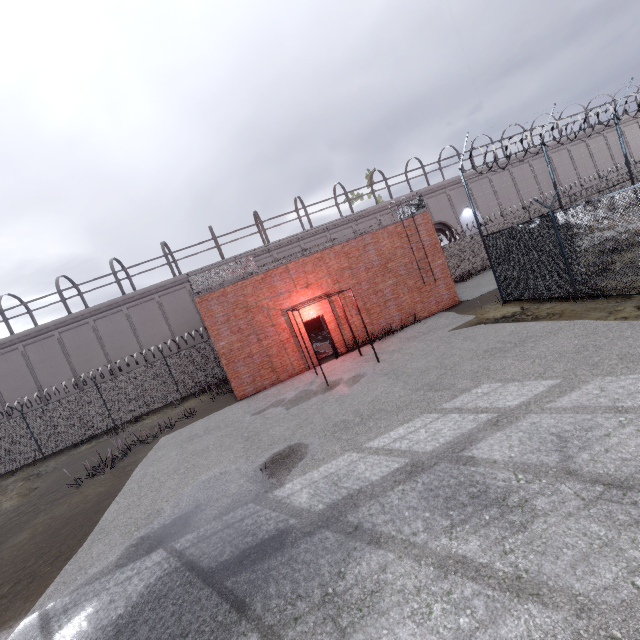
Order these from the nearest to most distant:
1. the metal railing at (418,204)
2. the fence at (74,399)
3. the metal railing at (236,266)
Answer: the metal railing at (236,266) → the metal railing at (418,204) → the fence at (74,399)

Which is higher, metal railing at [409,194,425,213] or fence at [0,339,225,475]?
metal railing at [409,194,425,213]

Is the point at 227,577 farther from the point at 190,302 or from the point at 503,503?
the point at 190,302

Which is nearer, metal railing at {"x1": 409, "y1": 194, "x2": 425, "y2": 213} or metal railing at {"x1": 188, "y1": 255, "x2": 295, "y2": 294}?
metal railing at {"x1": 188, "y1": 255, "x2": 295, "y2": 294}

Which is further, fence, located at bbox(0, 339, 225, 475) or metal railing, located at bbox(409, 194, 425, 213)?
fence, located at bbox(0, 339, 225, 475)

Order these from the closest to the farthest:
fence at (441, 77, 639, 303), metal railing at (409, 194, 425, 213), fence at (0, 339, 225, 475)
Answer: fence at (441, 77, 639, 303), metal railing at (409, 194, 425, 213), fence at (0, 339, 225, 475)

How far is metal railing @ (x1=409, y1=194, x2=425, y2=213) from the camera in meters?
16.3

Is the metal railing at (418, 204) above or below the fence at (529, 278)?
above
